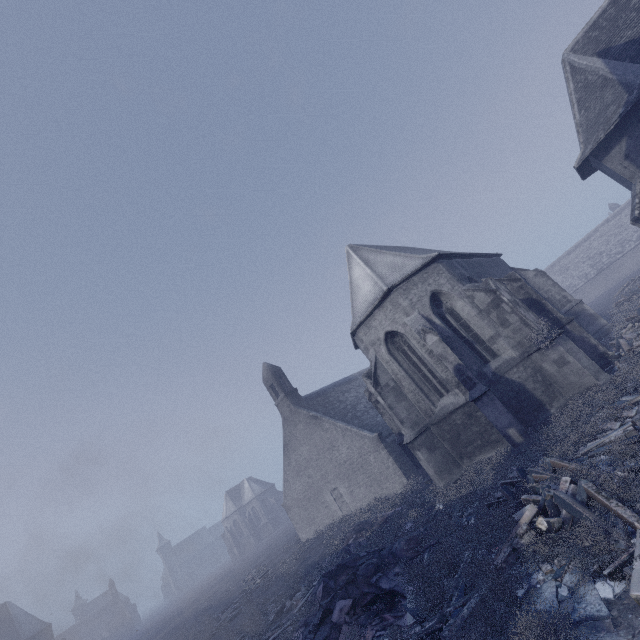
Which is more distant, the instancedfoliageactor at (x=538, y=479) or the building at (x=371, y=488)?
the building at (x=371, y=488)

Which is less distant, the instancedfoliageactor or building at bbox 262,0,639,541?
the instancedfoliageactor

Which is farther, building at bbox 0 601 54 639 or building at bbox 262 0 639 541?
building at bbox 0 601 54 639

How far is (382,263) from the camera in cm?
1565

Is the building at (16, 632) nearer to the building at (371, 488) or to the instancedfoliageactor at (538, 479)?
the instancedfoliageactor at (538, 479)

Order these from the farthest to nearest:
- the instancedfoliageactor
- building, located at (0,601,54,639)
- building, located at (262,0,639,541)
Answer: building, located at (0,601,54,639)
building, located at (262,0,639,541)
the instancedfoliageactor

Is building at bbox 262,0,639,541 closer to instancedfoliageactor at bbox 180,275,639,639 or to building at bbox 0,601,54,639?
instancedfoliageactor at bbox 180,275,639,639
